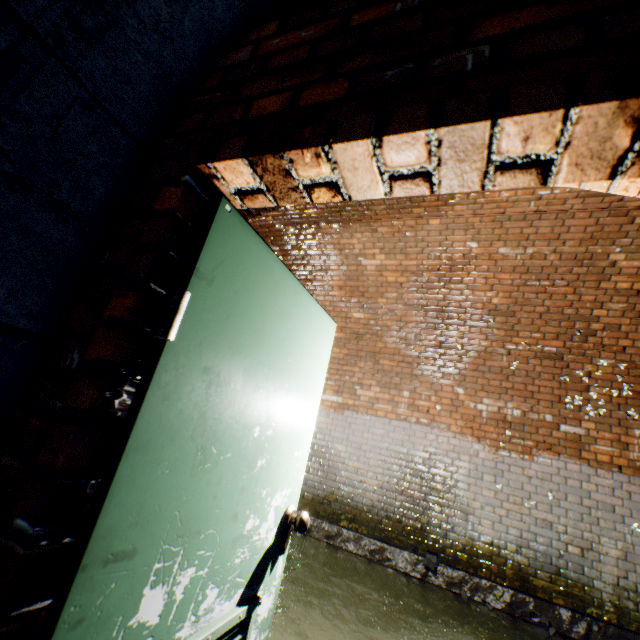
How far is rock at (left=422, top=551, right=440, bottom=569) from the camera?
3.9 meters

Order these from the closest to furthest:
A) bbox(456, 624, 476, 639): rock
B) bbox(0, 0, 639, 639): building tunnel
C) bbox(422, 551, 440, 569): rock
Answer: bbox(0, 0, 639, 639): building tunnel < bbox(456, 624, 476, 639): rock < bbox(422, 551, 440, 569): rock

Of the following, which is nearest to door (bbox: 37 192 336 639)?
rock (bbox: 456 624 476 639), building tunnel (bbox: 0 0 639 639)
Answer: building tunnel (bbox: 0 0 639 639)

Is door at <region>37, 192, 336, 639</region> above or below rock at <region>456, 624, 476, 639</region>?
above

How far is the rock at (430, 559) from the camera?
3.9m

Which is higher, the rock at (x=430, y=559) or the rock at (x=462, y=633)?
the rock at (x=430, y=559)

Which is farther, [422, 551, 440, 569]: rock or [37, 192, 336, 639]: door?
[422, 551, 440, 569]: rock

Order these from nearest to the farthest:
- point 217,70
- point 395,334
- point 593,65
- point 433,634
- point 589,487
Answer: point 593,65 → point 217,70 → point 433,634 → point 589,487 → point 395,334
